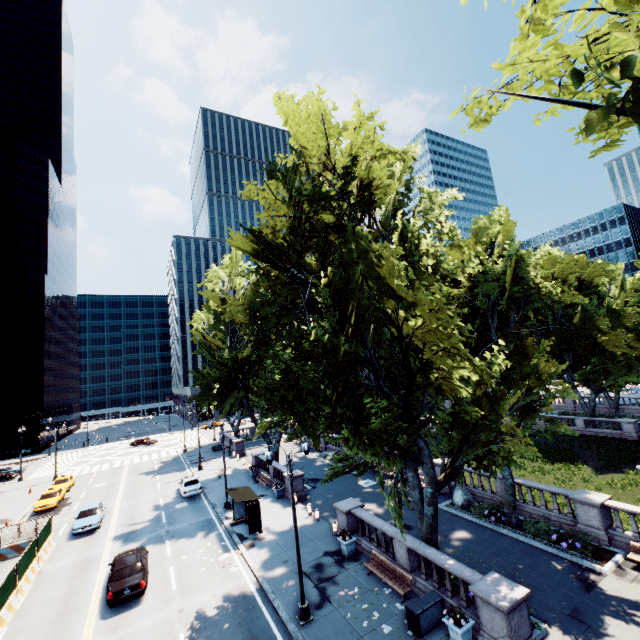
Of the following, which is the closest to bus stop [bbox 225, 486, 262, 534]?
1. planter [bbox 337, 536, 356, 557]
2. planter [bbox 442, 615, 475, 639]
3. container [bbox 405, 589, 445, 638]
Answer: planter [bbox 337, 536, 356, 557]

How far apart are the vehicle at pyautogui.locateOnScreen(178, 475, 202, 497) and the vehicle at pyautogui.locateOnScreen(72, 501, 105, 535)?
6.16m

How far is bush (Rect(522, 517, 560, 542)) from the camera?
17.58m

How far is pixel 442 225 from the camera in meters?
21.7

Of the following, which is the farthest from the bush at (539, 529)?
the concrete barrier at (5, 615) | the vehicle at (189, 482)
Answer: the vehicle at (189, 482)

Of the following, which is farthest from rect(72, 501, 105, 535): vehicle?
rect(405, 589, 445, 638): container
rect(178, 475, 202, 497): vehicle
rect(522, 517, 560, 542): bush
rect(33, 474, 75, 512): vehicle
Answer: rect(522, 517, 560, 542): bush

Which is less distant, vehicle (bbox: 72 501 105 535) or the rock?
the rock

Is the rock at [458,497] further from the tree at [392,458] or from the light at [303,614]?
the light at [303,614]
